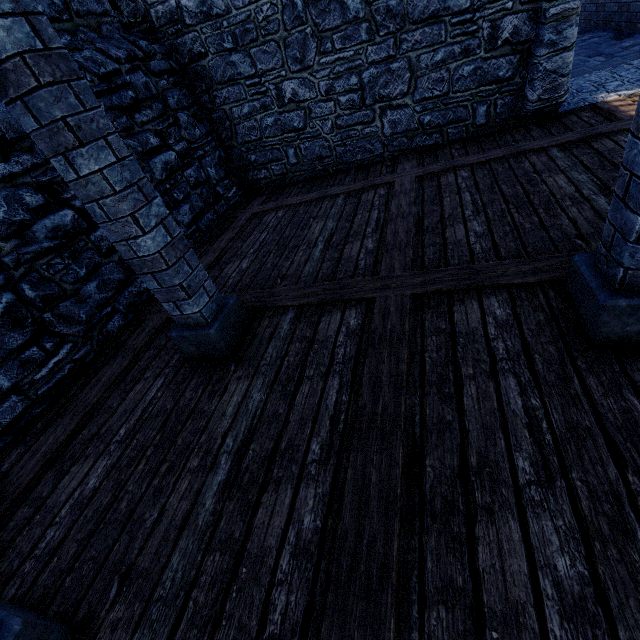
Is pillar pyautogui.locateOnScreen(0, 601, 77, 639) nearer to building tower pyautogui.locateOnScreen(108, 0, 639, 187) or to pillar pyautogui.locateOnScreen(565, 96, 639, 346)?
building tower pyautogui.locateOnScreen(108, 0, 639, 187)

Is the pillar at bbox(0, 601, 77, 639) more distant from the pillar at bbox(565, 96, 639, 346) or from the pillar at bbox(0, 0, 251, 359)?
the pillar at bbox(565, 96, 639, 346)

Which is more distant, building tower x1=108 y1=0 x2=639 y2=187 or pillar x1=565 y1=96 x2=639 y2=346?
building tower x1=108 y1=0 x2=639 y2=187

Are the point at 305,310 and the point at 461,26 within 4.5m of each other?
no

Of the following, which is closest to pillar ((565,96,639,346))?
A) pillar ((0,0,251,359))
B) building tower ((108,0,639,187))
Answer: pillar ((0,0,251,359))

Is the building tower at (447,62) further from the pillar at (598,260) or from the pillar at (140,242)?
the pillar at (598,260)

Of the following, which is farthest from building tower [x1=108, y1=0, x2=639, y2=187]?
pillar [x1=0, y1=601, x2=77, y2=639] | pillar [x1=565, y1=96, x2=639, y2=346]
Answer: pillar [x1=565, y1=96, x2=639, y2=346]

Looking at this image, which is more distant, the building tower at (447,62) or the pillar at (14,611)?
the building tower at (447,62)
